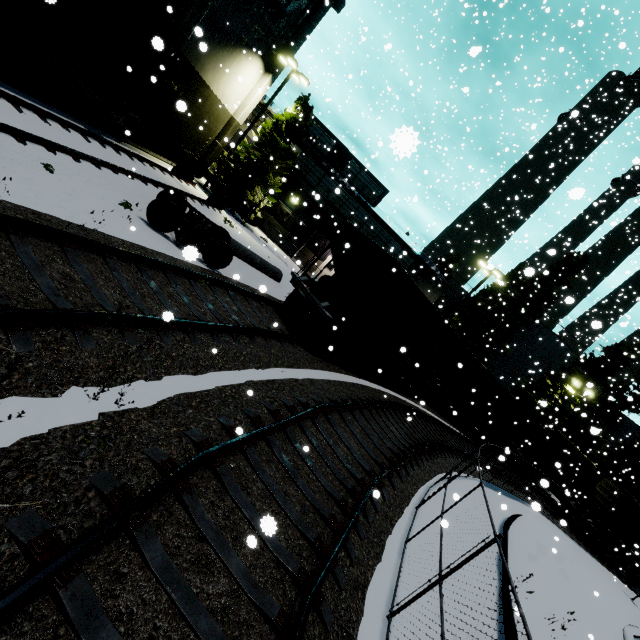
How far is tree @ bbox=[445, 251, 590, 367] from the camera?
30.4 meters

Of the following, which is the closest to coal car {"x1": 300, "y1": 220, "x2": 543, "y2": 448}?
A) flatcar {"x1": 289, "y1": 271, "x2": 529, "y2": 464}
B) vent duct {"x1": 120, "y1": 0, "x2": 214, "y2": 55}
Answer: flatcar {"x1": 289, "y1": 271, "x2": 529, "y2": 464}

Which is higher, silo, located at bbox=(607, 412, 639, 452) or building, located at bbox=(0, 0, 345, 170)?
silo, located at bbox=(607, 412, 639, 452)

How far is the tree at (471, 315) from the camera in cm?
3041

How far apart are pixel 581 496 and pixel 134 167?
38.9 meters

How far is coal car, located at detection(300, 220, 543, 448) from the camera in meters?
11.3 m

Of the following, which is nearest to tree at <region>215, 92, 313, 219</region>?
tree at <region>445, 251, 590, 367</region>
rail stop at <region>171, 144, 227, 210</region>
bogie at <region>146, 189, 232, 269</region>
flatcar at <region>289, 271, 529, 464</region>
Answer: flatcar at <region>289, 271, 529, 464</region>

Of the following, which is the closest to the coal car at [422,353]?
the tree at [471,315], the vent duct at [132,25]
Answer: the tree at [471,315]
